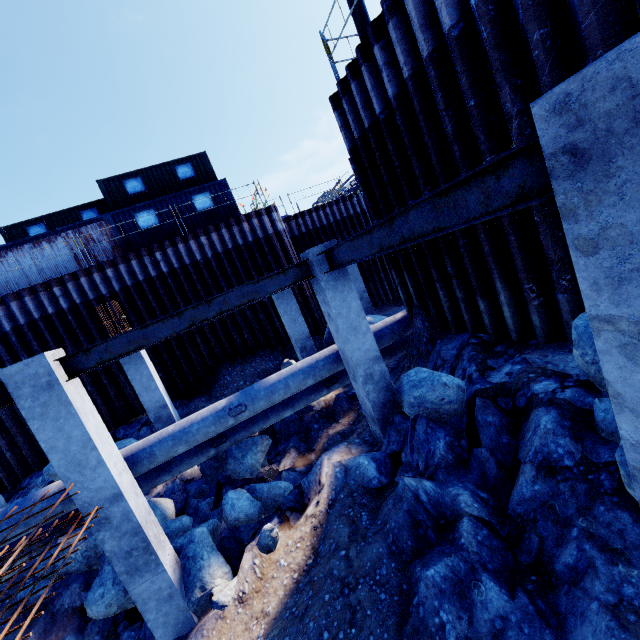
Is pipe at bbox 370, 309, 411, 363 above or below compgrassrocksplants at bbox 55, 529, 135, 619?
above

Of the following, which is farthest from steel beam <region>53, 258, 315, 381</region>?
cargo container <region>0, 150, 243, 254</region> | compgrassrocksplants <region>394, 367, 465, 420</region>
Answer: cargo container <region>0, 150, 243, 254</region>

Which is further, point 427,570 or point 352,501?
point 352,501

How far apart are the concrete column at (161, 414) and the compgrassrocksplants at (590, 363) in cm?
998

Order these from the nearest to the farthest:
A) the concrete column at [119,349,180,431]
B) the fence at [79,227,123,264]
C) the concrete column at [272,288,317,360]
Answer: the concrete column at [119,349,180,431] < the concrete column at [272,288,317,360] < the fence at [79,227,123,264]

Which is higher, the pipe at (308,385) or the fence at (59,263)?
the fence at (59,263)

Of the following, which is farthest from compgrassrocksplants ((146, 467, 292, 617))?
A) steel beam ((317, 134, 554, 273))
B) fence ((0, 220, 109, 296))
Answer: fence ((0, 220, 109, 296))

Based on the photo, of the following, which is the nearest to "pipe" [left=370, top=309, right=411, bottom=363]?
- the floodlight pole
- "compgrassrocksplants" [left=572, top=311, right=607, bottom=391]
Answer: "compgrassrocksplants" [left=572, top=311, right=607, bottom=391]
